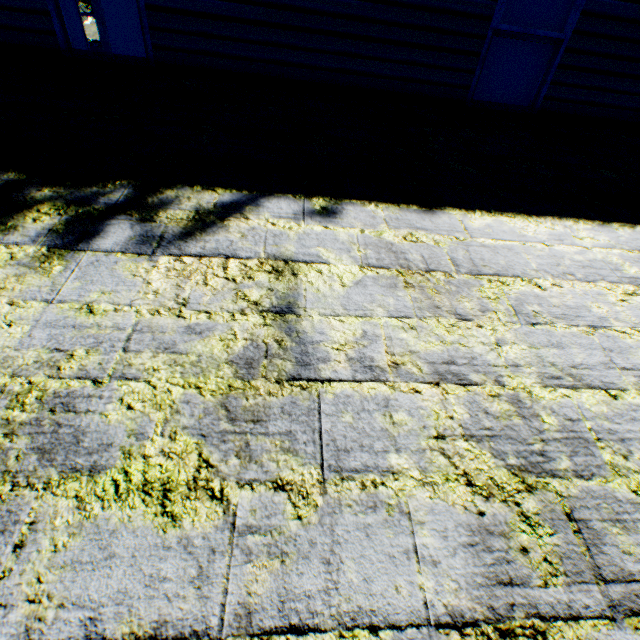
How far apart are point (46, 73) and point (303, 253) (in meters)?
3.81
